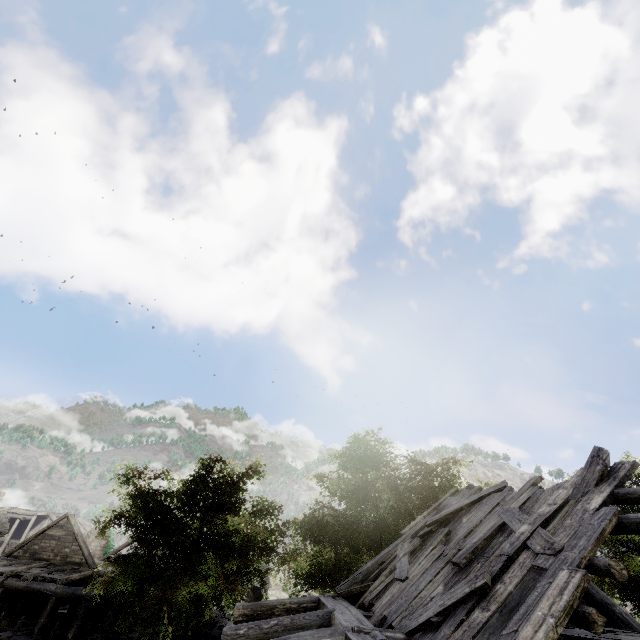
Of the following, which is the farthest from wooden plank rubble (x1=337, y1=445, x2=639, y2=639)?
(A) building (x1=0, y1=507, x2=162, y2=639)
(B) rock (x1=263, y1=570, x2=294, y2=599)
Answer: (B) rock (x1=263, y1=570, x2=294, y2=599)

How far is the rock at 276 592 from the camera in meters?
34.8 m

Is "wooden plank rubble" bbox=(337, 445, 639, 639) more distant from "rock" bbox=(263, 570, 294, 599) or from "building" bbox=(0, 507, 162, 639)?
"rock" bbox=(263, 570, 294, 599)

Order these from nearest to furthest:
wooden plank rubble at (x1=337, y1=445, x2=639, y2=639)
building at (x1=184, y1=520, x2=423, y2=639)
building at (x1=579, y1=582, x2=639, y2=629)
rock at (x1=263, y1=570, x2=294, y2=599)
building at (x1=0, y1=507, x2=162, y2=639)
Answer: wooden plank rubble at (x1=337, y1=445, x2=639, y2=639) → building at (x1=184, y1=520, x2=423, y2=639) → building at (x1=579, y1=582, x2=639, y2=629) → building at (x1=0, y1=507, x2=162, y2=639) → rock at (x1=263, y1=570, x2=294, y2=599)

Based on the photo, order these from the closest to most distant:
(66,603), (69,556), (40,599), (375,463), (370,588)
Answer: (370,588) < (375,463) < (40,599) < (69,556) < (66,603)

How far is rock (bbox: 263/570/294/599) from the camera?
34.78m

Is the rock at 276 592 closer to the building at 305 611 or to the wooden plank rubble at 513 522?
the building at 305 611
